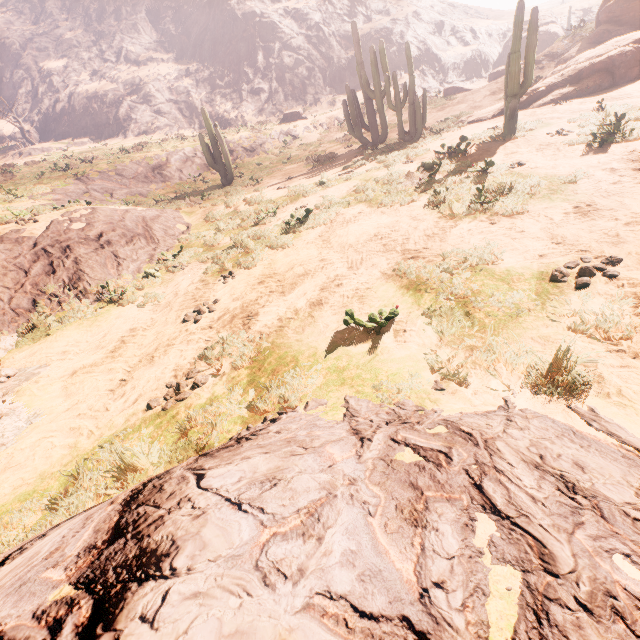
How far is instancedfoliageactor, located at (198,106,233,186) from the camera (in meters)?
18.23

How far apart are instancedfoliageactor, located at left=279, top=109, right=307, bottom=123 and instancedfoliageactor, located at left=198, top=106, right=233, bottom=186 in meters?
15.7

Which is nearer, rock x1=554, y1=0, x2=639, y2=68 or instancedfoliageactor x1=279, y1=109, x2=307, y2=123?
rock x1=554, y1=0, x2=639, y2=68

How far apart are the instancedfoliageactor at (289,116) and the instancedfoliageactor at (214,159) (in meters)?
15.68

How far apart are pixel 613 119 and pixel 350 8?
54.06m

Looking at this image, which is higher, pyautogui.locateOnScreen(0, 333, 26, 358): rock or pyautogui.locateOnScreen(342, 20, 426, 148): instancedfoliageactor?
pyautogui.locateOnScreen(342, 20, 426, 148): instancedfoliageactor

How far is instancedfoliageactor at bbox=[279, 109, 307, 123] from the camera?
31.1 meters

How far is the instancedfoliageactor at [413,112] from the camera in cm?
1487
